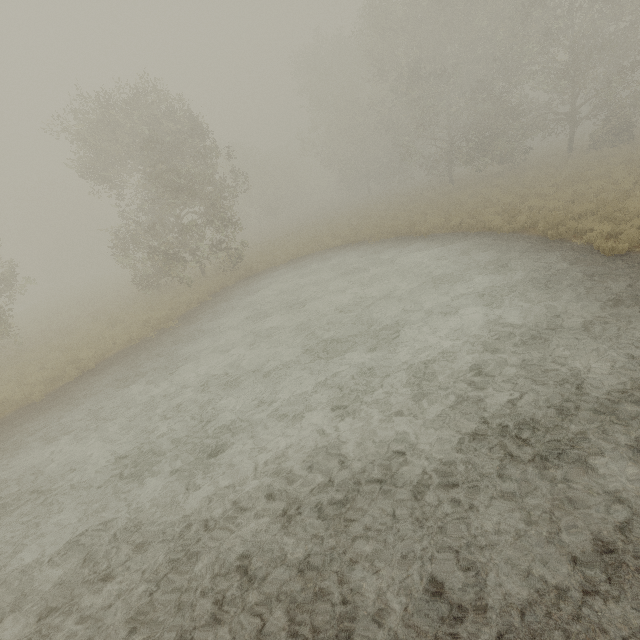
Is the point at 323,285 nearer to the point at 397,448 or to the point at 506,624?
the point at 397,448
